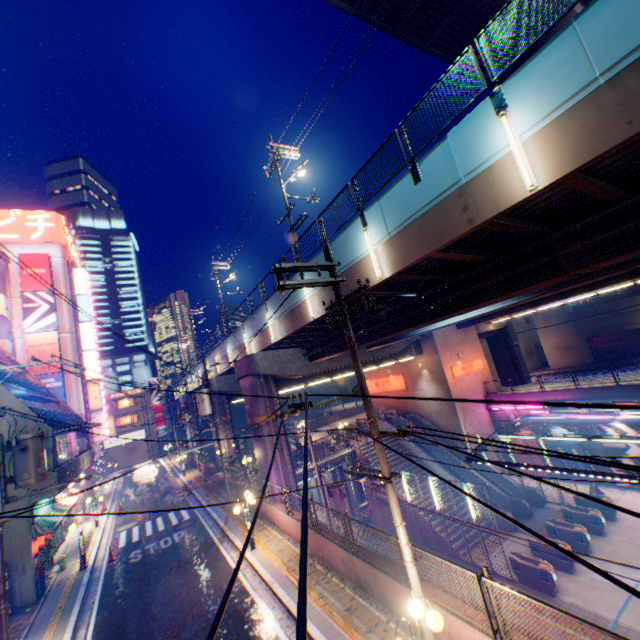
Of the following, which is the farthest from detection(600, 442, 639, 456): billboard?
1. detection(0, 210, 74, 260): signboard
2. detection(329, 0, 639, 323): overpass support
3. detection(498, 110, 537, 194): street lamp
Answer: detection(0, 210, 74, 260): signboard

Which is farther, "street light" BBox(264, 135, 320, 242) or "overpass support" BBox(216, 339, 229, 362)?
"overpass support" BBox(216, 339, 229, 362)

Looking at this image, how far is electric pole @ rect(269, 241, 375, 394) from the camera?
7.4m

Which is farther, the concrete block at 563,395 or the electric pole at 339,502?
the concrete block at 563,395

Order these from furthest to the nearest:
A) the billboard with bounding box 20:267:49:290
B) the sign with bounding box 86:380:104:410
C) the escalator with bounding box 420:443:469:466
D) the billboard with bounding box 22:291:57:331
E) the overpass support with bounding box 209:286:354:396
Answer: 1. the sign with bounding box 86:380:104:410
2. the billboard with bounding box 20:267:49:290
3. the billboard with bounding box 22:291:57:331
4. the escalator with bounding box 420:443:469:466
5. the overpass support with bounding box 209:286:354:396

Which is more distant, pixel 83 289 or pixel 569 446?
pixel 83 289

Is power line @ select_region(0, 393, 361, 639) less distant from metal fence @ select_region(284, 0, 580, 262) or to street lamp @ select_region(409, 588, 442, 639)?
metal fence @ select_region(284, 0, 580, 262)

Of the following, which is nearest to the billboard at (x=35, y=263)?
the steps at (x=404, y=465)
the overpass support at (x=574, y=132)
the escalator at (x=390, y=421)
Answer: the overpass support at (x=574, y=132)
